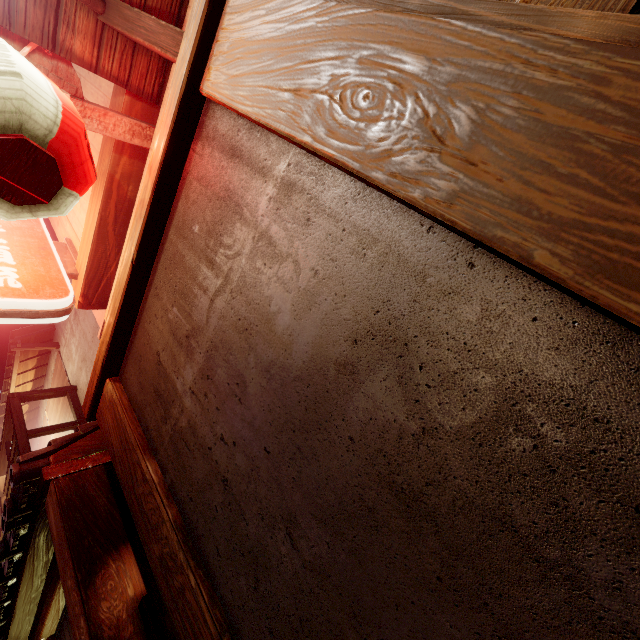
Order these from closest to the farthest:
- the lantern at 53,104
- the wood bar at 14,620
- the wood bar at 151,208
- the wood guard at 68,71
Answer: the lantern at 53,104 < the wood bar at 151,208 < the wood guard at 68,71 < the wood bar at 14,620

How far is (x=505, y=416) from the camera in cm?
142

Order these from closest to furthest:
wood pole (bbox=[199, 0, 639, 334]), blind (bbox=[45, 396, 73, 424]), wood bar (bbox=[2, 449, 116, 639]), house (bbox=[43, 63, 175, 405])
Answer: wood pole (bbox=[199, 0, 639, 334]) → house (bbox=[43, 63, 175, 405]) → wood bar (bbox=[2, 449, 116, 639]) → blind (bbox=[45, 396, 73, 424])

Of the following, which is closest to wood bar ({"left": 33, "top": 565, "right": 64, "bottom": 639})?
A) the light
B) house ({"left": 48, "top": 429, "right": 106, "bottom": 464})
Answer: house ({"left": 48, "top": 429, "right": 106, "bottom": 464})

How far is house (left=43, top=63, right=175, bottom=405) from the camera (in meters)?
4.66

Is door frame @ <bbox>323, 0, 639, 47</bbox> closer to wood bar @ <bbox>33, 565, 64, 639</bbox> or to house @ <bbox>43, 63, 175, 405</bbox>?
house @ <bbox>43, 63, 175, 405</bbox>

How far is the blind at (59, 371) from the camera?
12.1m

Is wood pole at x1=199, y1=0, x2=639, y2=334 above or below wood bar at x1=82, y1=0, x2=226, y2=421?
below
